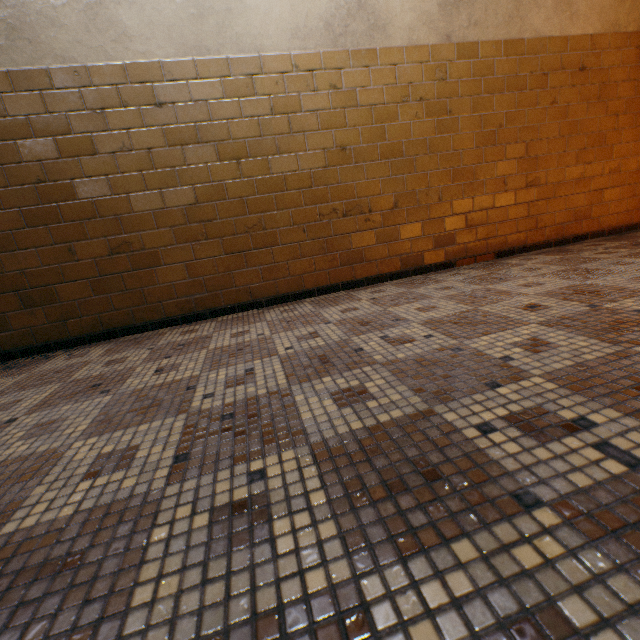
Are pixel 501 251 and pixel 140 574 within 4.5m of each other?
yes
